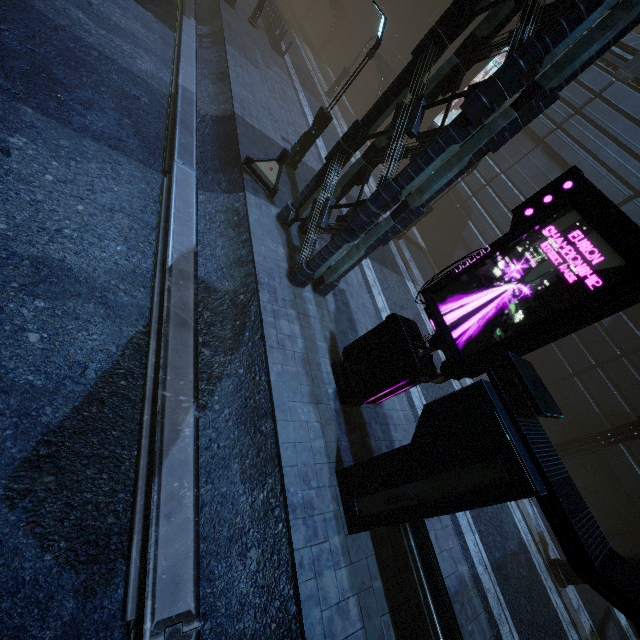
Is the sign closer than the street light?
Yes

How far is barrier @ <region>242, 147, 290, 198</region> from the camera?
10.7m

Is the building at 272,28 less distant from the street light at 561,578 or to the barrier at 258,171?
the barrier at 258,171

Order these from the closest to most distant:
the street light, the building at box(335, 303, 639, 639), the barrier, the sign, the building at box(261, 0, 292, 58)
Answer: the building at box(335, 303, 639, 639) < the sign < the street light < the barrier < the building at box(261, 0, 292, 58)

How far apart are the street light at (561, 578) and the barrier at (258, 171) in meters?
14.7

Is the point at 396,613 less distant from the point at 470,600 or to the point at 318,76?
the point at 470,600

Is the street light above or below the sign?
below

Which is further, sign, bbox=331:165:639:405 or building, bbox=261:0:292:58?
building, bbox=261:0:292:58
